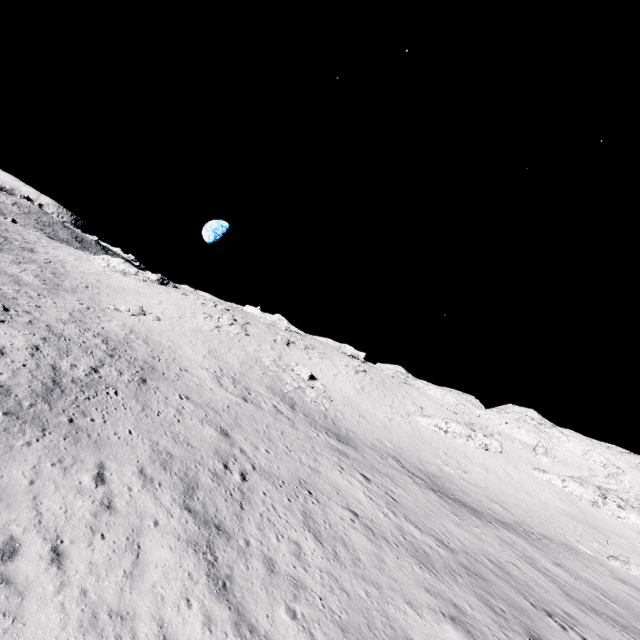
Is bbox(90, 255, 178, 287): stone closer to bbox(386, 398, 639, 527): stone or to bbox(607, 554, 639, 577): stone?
bbox(386, 398, 639, 527): stone

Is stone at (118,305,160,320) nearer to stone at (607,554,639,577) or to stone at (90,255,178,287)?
stone at (90,255,178,287)

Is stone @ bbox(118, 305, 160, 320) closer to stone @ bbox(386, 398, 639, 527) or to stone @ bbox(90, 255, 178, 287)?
stone @ bbox(90, 255, 178, 287)

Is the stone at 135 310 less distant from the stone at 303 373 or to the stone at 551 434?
the stone at 303 373

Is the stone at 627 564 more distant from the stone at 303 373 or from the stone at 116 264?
the stone at 116 264

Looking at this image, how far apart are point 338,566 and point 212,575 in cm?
514

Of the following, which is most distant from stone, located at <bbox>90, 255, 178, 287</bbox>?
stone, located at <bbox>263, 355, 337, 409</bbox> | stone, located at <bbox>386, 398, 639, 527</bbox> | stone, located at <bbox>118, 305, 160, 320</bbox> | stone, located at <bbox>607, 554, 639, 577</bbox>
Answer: stone, located at <bbox>607, 554, 639, 577</bbox>

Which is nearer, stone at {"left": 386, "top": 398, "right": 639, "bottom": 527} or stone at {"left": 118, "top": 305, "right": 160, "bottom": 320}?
stone at {"left": 118, "top": 305, "right": 160, "bottom": 320}
